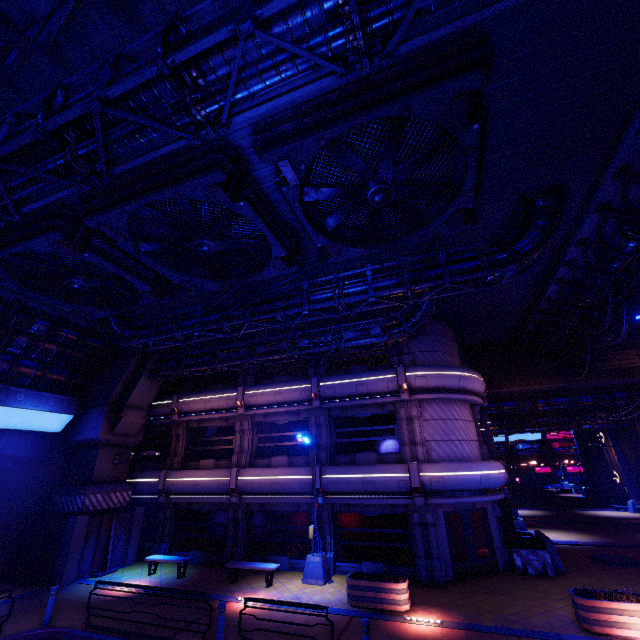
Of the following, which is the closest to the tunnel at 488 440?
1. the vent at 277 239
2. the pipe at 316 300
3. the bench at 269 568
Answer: the bench at 269 568

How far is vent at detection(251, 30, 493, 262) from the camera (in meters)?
6.57

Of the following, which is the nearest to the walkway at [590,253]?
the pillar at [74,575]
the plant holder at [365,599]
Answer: the pillar at [74,575]

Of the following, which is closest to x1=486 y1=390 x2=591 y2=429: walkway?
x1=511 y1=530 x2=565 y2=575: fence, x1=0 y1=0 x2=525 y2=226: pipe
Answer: x1=511 y1=530 x2=565 y2=575: fence

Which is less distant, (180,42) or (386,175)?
(180,42)

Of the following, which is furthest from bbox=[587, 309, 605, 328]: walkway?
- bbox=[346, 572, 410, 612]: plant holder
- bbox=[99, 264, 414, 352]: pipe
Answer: bbox=[346, 572, 410, 612]: plant holder

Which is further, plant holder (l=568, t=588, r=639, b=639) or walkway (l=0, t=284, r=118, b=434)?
walkway (l=0, t=284, r=118, b=434)

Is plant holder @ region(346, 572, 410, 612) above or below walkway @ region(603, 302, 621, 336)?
below
